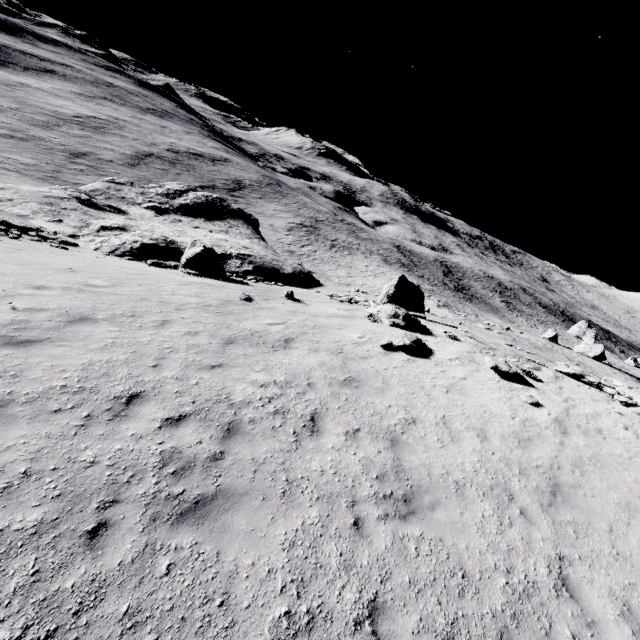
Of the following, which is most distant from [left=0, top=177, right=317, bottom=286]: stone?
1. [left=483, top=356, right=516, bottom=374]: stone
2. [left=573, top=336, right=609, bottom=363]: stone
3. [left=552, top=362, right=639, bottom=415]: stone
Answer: [left=573, top=336, right=609, bottom=363]: stone

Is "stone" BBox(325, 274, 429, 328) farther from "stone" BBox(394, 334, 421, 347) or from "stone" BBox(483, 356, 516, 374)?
"stone" BBox(483, 356, 516, 374)

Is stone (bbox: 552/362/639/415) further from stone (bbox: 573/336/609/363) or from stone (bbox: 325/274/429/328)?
stone (bbox: 573/336/609/363)

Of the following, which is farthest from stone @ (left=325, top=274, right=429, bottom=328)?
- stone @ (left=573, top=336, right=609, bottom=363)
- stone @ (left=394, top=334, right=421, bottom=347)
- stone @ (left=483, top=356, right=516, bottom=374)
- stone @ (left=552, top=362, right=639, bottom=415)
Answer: stone @ (left=573, top=336, right=609, bottom=363)

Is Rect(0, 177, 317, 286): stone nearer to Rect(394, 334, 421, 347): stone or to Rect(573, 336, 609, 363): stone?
Rect(394, 334, 421, 347): stone

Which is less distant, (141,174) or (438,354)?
(438,354)

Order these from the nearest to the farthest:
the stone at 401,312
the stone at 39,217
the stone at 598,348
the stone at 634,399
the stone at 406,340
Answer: the stone at 634,399 < the stone at 406,340 < the stone at 401,312 < the stone at 39,217 < the stone at 598,348

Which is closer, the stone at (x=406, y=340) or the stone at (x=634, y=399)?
the stone at (x=634, y=399)
